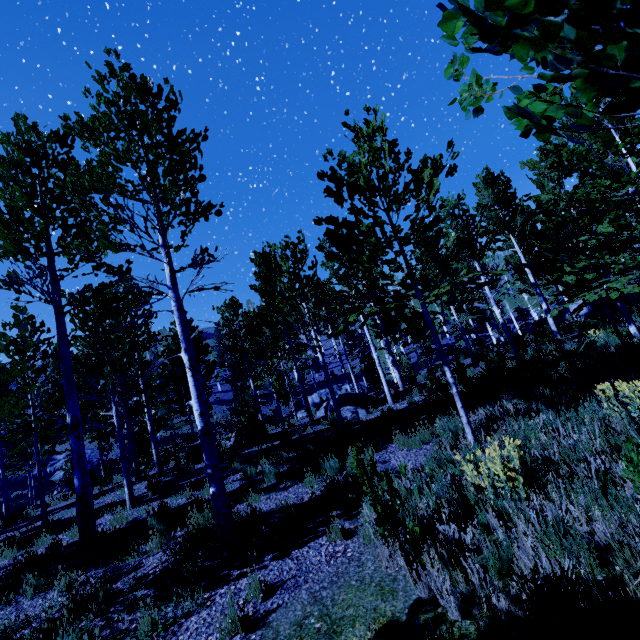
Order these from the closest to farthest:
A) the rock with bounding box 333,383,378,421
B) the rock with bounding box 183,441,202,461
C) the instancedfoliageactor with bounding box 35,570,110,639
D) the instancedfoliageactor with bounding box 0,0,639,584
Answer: the instancedfoliageactor with bounding box 0,0,639,584, the instancedfoliageactor with bounding box 35,570,110,639, the rock with bounding box 333,383,378,421, the rock with bounding box 183,441,202,461

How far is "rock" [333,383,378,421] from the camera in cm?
1222

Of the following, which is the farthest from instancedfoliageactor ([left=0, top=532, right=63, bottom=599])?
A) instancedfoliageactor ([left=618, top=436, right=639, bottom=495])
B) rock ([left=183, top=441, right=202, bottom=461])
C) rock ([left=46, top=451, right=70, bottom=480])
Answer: instancedfoliageactor ([left=618, top=436, right=639, bottom=495])

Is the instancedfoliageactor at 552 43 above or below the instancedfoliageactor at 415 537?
above

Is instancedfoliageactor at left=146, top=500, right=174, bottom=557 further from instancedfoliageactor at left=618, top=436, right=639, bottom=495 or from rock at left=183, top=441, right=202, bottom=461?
instancedfoliageactor at left=618, top=436, right=639, bottom=495

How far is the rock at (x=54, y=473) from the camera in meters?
31.3 m

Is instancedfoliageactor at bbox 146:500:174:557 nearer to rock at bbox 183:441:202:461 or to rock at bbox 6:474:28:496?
rock at bbox 6:474:28:496

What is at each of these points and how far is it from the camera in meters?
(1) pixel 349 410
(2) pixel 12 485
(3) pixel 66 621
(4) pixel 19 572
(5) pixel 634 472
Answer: (1) rock, 12.6
(2) rock, 31.0
(3) instancedfoliageactor, 4.1
(4) instancedfoliageactor, 6.3
(5) instancedfoliageactor, 3.0
